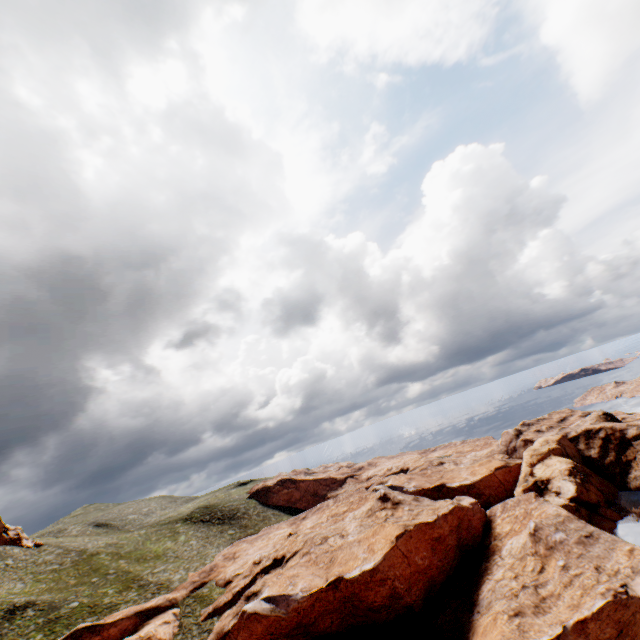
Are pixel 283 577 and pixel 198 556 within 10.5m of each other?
no
